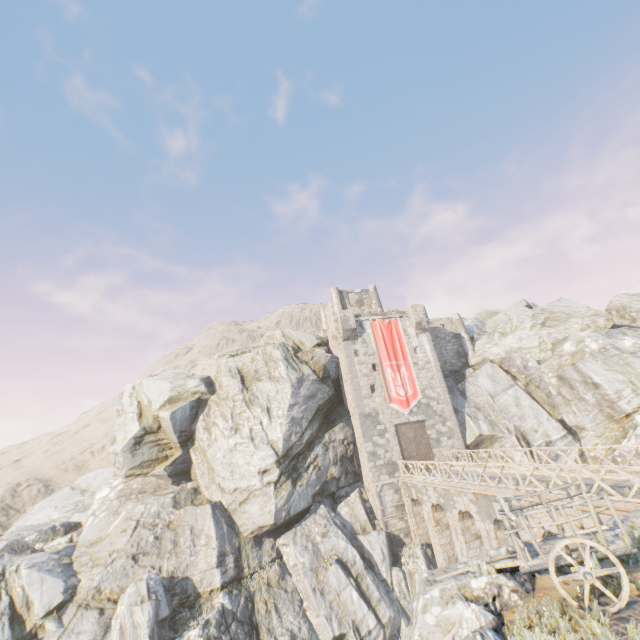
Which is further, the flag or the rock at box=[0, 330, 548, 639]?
the flag

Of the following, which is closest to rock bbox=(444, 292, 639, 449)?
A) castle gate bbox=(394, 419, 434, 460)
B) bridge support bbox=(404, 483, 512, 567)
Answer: bridge support bbox=(404, 483, 512, 567)

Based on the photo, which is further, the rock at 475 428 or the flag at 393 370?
the flag at 393 370

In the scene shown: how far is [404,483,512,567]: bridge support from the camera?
16.53m

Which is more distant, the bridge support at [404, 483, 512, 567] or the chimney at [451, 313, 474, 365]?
the chimney at [451, 313, 474, 365]

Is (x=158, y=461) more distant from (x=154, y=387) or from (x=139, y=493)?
(x=154, y=387)

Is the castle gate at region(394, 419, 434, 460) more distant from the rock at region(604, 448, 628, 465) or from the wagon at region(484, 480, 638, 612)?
the wagon at region(484, 480, 638, 612)

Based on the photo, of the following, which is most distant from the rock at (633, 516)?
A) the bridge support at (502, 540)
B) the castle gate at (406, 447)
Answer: the castle gate at (406, 447)
